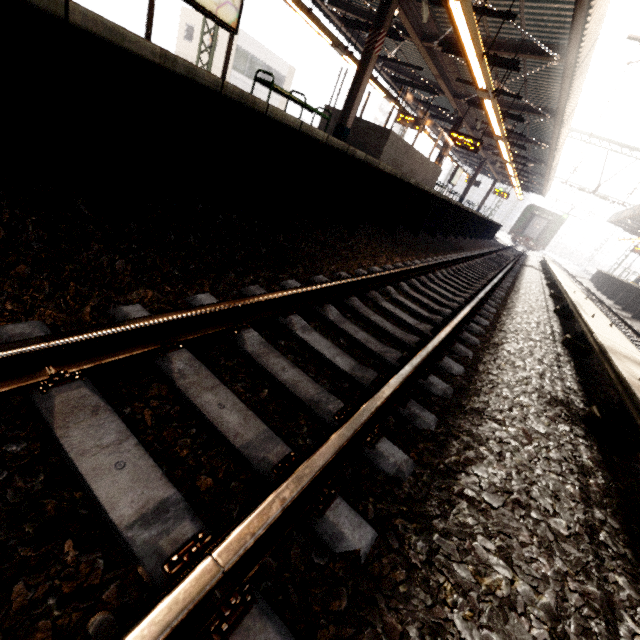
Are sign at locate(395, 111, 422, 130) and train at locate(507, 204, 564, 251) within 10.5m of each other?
no

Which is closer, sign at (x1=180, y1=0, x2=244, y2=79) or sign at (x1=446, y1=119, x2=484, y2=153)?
sign at (x1=180, y1=0, x2=244, y2=79)

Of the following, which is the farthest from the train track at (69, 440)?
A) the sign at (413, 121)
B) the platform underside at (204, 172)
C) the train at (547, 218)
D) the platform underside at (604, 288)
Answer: the train at (547, 218)

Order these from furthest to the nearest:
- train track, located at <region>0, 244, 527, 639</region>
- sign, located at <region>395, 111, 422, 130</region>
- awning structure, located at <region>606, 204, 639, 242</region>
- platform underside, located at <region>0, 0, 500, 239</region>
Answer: awning structure, located at <region>606, 204, 639, 242</region> → sign, located at <region>395, 111, 422, 130</region> → platform underside, located at <region>0, 0, 500, 239</region> → train track, located at <region>0, 244, 527, 639</region>

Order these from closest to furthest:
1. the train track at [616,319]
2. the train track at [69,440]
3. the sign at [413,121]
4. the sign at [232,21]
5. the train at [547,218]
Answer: the train track at [69,440] → the sign at [232,21] → the train track at [616,319] → the sign at [413,121] → the train at [547,218]

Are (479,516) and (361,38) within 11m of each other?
no

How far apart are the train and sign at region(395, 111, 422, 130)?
26.3 meters

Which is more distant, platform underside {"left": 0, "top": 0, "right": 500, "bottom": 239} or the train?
the train
